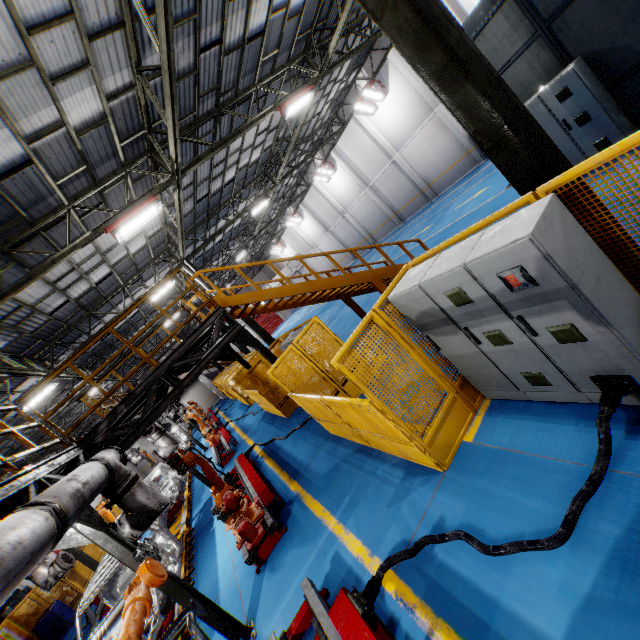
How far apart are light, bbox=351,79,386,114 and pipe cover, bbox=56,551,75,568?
24.77m

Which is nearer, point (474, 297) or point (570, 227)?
point (570, 227)

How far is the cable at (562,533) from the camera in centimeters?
287cm

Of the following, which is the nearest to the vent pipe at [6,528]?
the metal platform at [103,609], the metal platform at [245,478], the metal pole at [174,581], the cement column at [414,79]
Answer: the metal pole at [174,581]

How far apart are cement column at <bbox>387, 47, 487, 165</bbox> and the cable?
19.64m

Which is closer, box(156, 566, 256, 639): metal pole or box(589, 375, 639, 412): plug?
box(589, 375, 639, 412): plug

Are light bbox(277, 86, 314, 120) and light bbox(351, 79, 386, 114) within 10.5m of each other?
yes

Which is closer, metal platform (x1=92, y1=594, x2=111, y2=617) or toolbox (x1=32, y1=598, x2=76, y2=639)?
metal platform (x1=92, y1=594, x2=111, y2=617)
